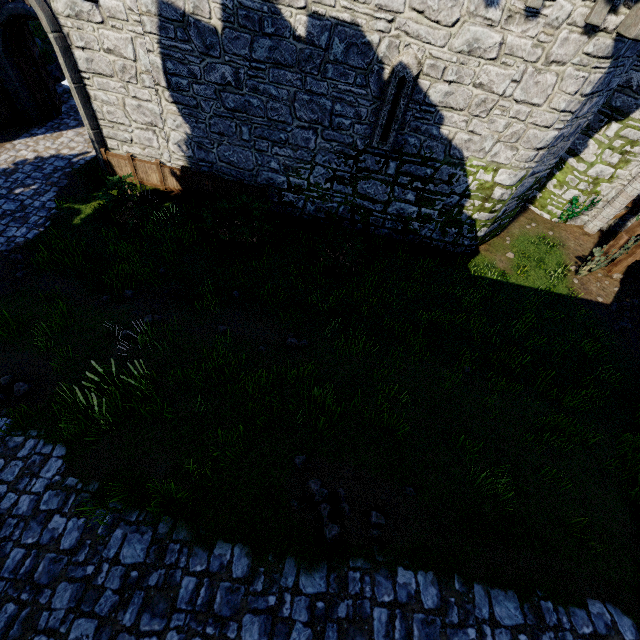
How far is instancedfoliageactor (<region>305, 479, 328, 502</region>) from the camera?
5.4 meters

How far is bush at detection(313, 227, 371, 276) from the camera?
11.2 meters

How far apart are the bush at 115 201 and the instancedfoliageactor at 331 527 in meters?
10.0

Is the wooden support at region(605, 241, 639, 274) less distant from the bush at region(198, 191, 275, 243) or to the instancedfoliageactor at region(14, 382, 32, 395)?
the bush at region(198, 191, 275, 243)

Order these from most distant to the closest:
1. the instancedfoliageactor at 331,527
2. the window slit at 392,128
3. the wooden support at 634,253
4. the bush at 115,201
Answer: the wooden support at 634,253, the bush at 115,201, the window slit at 392,128, the instancedfoliageactor at 331,527

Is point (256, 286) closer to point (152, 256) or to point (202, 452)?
point (152, 256)

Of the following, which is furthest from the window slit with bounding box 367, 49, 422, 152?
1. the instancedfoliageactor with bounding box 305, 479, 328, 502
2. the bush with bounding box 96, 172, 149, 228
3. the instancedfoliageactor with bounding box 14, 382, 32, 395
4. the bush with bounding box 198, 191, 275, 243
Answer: the instancedfoliageactor with bounding box 14, 382, 32, 395

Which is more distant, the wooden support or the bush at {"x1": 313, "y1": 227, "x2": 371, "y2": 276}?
the wooden support
